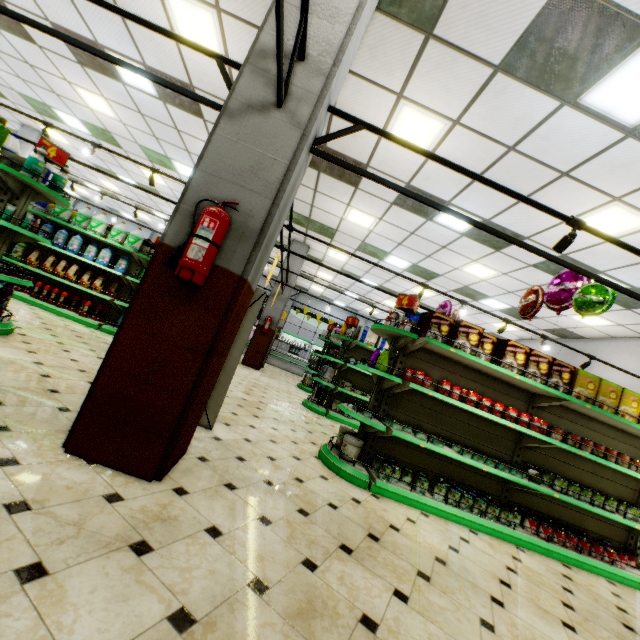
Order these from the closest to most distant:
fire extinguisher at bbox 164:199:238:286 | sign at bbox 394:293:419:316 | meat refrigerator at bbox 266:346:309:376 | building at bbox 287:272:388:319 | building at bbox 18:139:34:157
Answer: fire extinguisher at bbox 164:199:238:286
sign at bbox 394:293:419:316
building at bbox 18:139:34:157
meat refrigerator at bbox 266:346:309:376
building at bbox 287:272:388:319

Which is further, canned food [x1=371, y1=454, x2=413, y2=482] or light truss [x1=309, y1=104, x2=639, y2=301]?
canned food [x1=371, y1=454, x2=413, y2=482]

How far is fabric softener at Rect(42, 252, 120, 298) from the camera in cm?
706

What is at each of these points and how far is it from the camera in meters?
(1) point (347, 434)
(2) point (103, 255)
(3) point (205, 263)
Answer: (1) pet food tub, 4.2
(2) fabric softener, 7.2
(3) fire extinguisher, 2.2

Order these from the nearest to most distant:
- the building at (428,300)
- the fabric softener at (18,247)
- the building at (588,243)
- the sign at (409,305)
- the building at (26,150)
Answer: the sign at (409,305) < the building at (588,243) < the fabric softener at (18,247) < the building at (26,150) < the building at (428,300)

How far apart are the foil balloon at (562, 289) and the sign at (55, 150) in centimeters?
713cm

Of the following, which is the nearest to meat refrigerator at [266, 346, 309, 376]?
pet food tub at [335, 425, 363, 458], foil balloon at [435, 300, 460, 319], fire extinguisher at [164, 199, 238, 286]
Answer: foil balloon at [435, 300, 460, 319]

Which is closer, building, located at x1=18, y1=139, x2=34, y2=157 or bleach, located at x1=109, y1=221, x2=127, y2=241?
bleach, located at x1=109, y1=221, x2=127, y2=241
